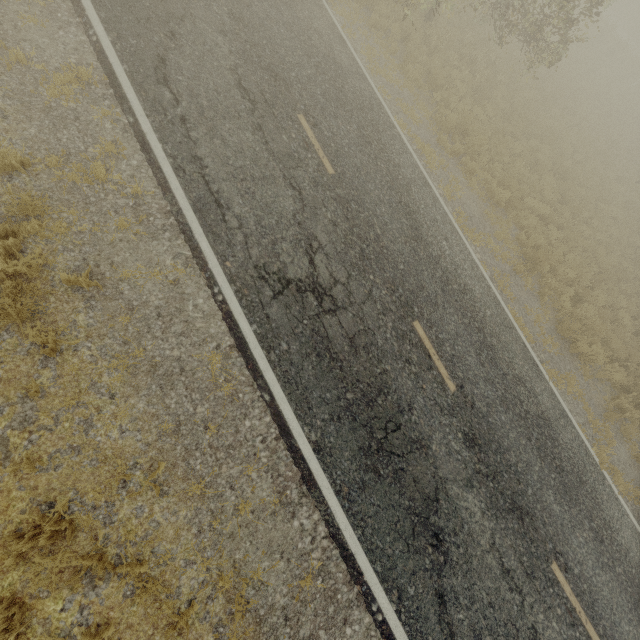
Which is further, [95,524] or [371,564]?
[371,564]
